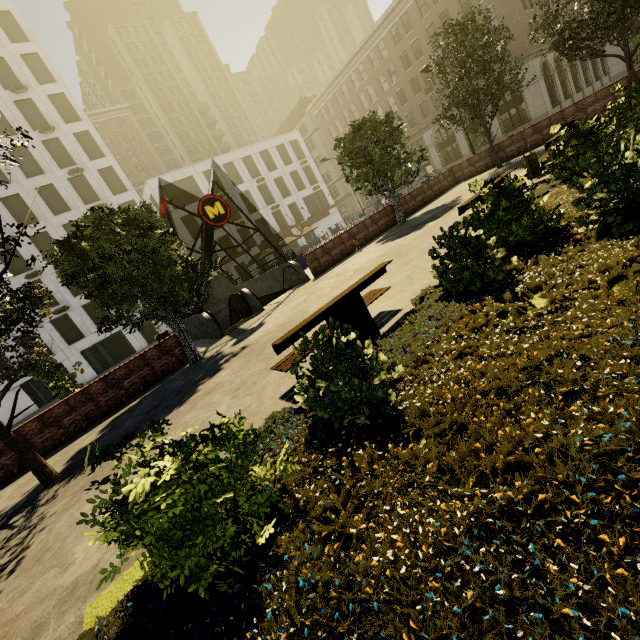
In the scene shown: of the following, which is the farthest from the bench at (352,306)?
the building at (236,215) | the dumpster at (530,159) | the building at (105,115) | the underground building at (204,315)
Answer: the building at (105,115)

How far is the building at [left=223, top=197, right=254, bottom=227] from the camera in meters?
42.4

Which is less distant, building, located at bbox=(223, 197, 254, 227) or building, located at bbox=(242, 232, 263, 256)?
building, located at bbox=(223, 197, 254, 227)

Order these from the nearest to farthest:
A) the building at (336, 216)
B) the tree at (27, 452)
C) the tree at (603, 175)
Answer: the tree at (603, 175) → the tree at (27, 452) → the building at (336, 216)

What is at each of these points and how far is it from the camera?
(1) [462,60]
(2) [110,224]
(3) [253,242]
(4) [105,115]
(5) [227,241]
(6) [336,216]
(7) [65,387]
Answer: (1) tree, 15.95m
(2) tree, 9.81m
(3) building, 43.94m
(4) building, 58.94m
(5) building, 42.00m
(6) building, 51.91m
(7) tree, 15.43m

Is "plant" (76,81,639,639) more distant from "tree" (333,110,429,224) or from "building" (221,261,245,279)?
"building" (221,261,245,279)

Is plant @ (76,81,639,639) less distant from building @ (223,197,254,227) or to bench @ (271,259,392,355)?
bench @ (271,259,392,355)

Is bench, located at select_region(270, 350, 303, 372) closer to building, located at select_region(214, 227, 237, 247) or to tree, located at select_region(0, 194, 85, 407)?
tree, located at select_region(0, 194, 85, 407)
